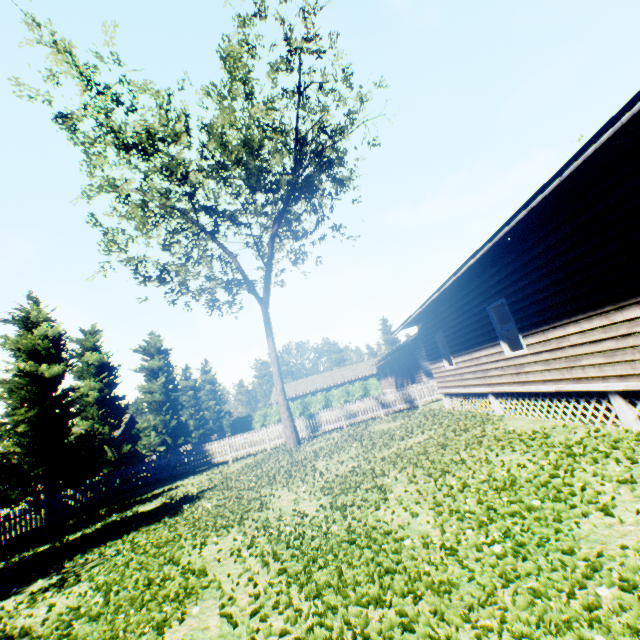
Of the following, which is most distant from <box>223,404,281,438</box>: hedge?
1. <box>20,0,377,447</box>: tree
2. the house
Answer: the house

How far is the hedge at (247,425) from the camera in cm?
4453

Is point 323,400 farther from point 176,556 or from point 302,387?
point 176,556

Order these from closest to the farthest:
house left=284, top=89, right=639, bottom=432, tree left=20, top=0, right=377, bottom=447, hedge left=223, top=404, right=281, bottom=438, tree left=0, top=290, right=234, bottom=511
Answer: house left=284, top=89, right=639, bottom=432 < tree left=20, top=0, right=377, bottom=447 < tree left=0, top=290, right=234, bottom=511 < hedge left=223, top=404, right=281, bottom=438

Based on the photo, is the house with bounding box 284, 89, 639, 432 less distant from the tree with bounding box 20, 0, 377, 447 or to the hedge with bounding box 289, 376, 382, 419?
the tree with bounding box 20, 0, 377, 447

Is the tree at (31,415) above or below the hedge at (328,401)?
above
